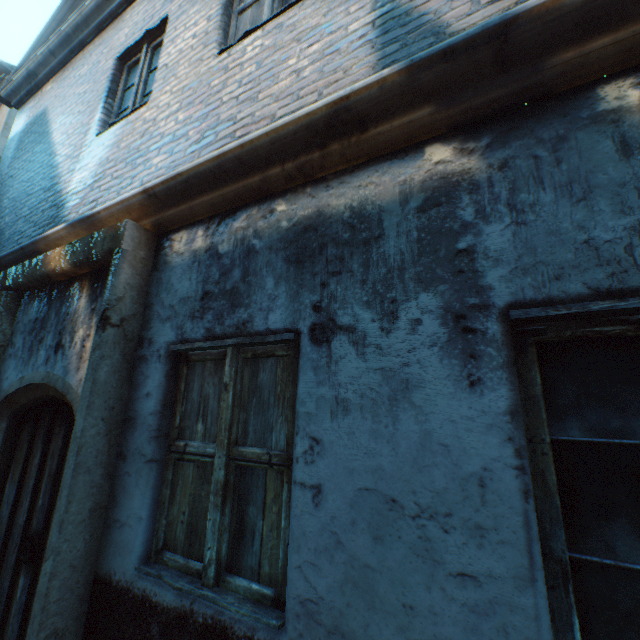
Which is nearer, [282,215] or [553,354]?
[553,354]
